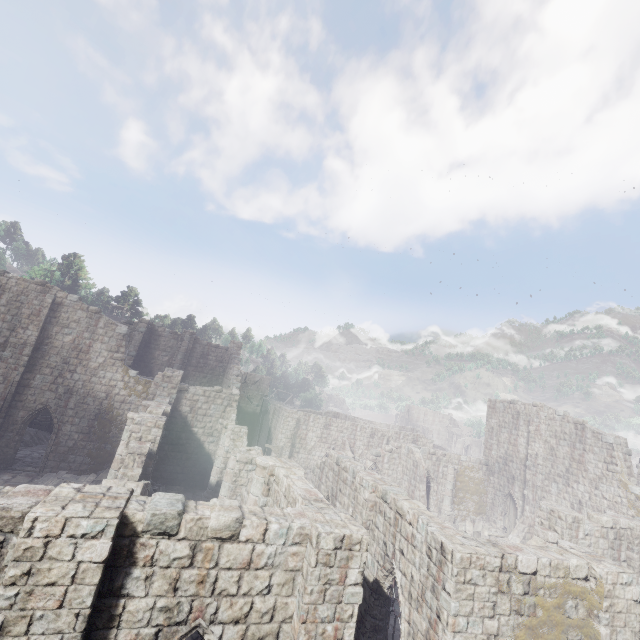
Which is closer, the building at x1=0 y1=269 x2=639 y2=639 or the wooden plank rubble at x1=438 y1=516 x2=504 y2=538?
the building at x1=0 y1=269 x2=639 y2=639

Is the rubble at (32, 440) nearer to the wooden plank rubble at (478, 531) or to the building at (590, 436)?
the building at (590, 436)

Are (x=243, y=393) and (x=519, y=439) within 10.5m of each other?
no

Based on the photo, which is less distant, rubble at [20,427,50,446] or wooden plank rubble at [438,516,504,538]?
wooden plank rubble at [438,516,504,538]

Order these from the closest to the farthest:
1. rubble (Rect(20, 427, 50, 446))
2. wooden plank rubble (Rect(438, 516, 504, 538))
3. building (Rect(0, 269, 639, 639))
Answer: building (Rect(0, 269, 639, 639)) < wooden plank rubble (Rect(438, 516, 504, 538)) < rubble (Rect(20, 427, 50, 446))

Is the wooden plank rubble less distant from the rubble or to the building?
the building
